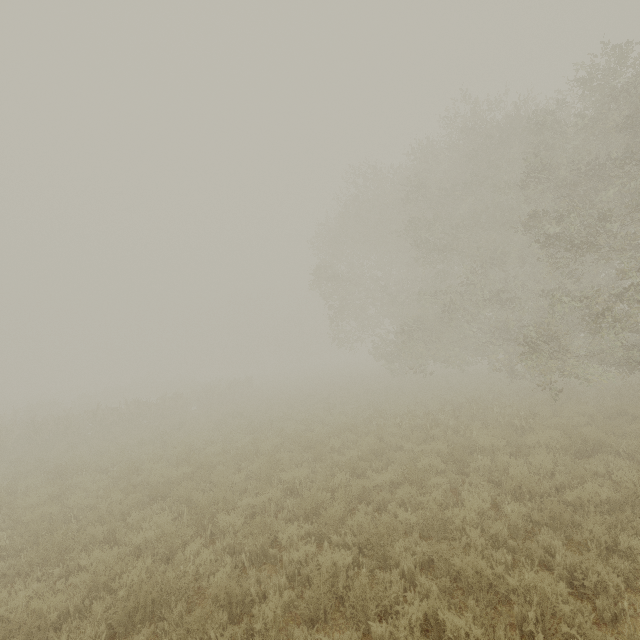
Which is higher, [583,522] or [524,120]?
[524,120]
